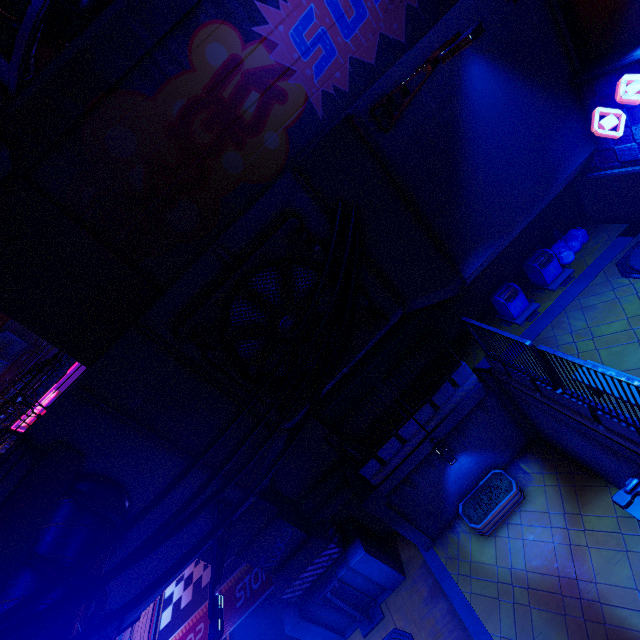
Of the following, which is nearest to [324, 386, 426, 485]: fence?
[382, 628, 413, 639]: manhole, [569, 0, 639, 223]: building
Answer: [382, 628, 413, 639]: manhole

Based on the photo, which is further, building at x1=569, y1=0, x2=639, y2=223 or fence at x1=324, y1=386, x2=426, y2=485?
Result: fence at x1=324, y1=386, x2=426, y2=485

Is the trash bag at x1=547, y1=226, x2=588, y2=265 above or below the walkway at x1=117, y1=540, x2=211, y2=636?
below

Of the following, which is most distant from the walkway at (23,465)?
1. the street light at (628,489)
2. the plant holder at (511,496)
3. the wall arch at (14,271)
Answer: the plant holder at (511,496)

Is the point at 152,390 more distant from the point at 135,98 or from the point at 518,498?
the point at 518,498

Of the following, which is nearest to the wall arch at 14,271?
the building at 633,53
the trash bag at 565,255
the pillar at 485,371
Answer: the pillar at 485,371

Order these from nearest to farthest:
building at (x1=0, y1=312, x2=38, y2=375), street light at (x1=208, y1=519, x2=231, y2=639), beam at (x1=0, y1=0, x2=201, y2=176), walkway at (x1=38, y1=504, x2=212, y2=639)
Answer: walkway at (x1=38, y1=504, x2=212, y2=639), street light at (x1=208, y1=519, x2=231, y2=639), beam at (x1=0, y1=0, x2=201, y2=176), building at (x1=0, y1=312, x2=38, y2=375)

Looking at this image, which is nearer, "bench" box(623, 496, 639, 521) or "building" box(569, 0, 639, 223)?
"building" box(569, 0, 639, 223)
